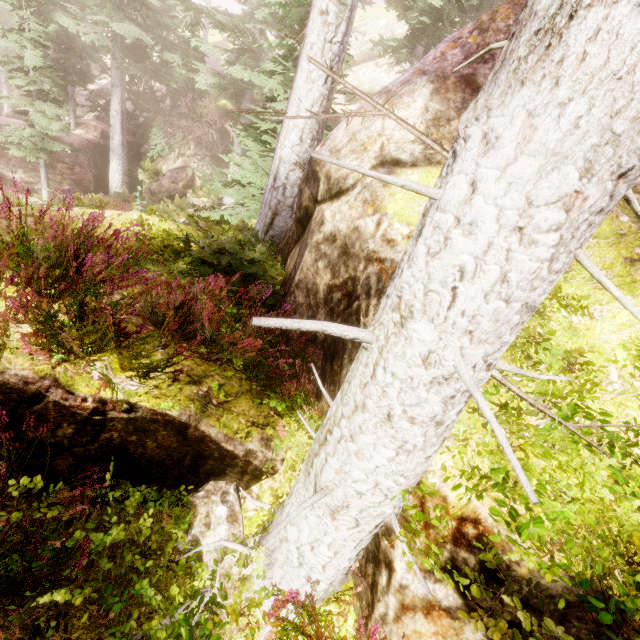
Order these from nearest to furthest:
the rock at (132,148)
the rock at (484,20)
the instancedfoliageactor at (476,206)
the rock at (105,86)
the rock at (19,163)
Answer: the instancedfoliageactor at (476,206) < the rock at (484,20) < the rock at (19,163) < the rock at (132,148) < the rock at (105,86)

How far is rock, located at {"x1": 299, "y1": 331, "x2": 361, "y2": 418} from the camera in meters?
3.2 m

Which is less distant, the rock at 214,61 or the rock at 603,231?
the rock at 603,231

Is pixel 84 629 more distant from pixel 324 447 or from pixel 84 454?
pixel 324 447

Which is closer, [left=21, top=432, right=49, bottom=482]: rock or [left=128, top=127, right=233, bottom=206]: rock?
[left=21, top=432, right=49, bottom=482]: rock

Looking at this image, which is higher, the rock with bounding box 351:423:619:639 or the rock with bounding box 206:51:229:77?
the rock with bounding box 206:51:229:77
